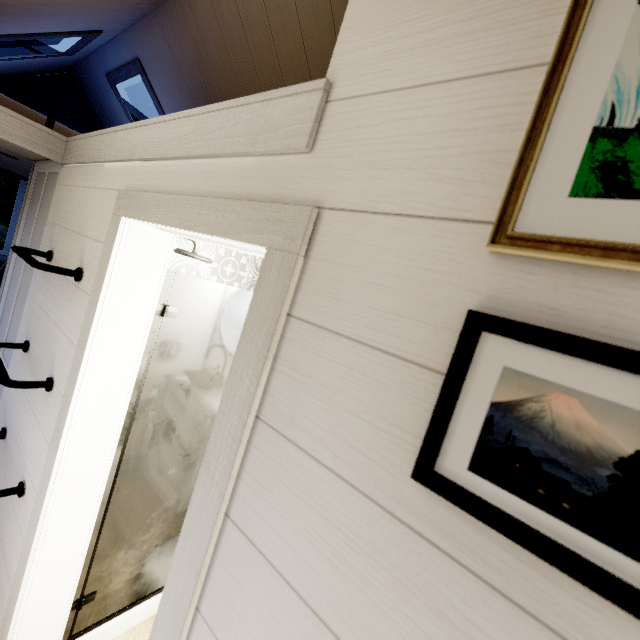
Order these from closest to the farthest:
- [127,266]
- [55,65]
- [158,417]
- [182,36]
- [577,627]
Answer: [577,627] → [127,266] → [158,417] → [182,36] → [55,65]
